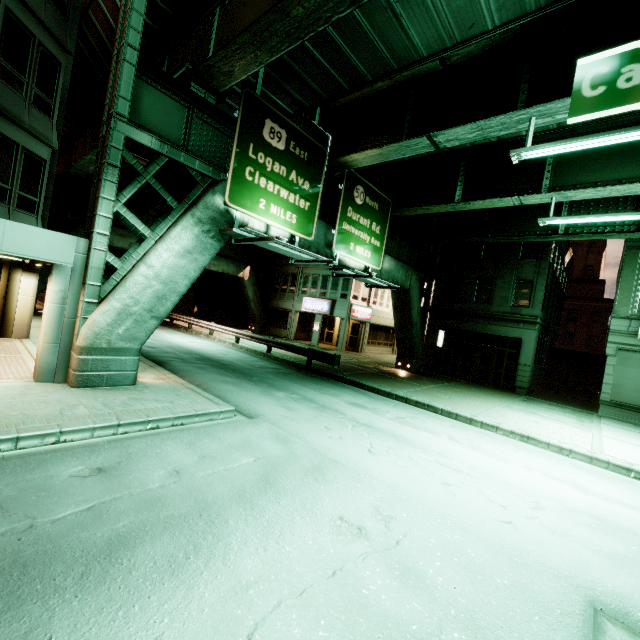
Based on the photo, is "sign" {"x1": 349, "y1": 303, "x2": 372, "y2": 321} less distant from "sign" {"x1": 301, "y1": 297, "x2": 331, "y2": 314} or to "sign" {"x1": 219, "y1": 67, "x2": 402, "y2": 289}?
"sign" {"x1": 301, "y1": 297, "x2": 331, "y2": 314}

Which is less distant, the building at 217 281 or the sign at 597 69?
the sign at 597 69

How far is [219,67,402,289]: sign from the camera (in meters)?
10.07

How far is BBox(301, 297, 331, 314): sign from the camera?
29.6 meters

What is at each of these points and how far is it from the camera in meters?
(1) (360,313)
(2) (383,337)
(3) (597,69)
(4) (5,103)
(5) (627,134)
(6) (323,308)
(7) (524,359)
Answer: (1) sign, 30.0 m
(2) building, 34.6 m
(3) sign, 1.7 m
(4) building, 10.4 m
(5) fluorescent light, 7.3 m
(6) sign, 29.9 m
(7) building, 20.5 m

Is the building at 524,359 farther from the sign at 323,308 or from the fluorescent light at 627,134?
the fluorescent light at 627,134

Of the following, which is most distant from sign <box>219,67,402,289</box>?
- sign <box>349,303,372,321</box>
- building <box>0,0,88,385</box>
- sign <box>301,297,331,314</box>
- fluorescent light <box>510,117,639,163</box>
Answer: sign <box>301,297,331,314</box>

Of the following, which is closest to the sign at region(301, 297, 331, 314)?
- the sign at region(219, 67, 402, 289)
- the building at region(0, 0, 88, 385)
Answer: the sign at region(219, 67, 402, 289)
